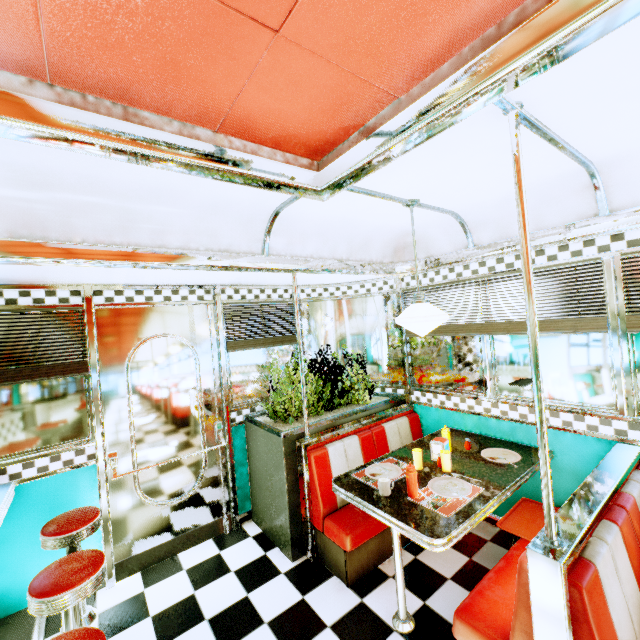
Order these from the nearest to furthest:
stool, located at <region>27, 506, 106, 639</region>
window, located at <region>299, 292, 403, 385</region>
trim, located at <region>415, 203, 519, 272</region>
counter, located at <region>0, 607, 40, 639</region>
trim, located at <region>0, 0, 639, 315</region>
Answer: trim, located at <region>0, 0, 639, 315</region> < stool, located at <region>27, 506, 106, 639</region> < counter, located at <region>0, 607, 40, 639</region> < trim, located at <region>415, 203, 519, 272</region> < window, located at <region>299, 292, 403, 385</region>

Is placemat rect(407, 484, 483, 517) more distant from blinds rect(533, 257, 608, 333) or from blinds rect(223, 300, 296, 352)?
blinds rect(223, 300, 296, 352)

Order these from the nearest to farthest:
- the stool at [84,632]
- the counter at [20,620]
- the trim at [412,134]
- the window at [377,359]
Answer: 1. the trim at [412,134]
2. the stool at [84,632]
3. the counter at [20,620]
4. the window at [377,359]

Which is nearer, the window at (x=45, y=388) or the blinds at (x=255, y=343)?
the window at (x=45, y=388)

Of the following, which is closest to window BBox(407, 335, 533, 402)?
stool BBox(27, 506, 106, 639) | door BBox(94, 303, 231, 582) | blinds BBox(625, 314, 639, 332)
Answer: blinds BBox(625, 314, 639, 332)

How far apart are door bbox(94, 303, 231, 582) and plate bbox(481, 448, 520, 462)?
2.5m

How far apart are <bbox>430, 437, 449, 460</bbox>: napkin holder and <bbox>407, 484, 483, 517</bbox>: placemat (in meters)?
0.36

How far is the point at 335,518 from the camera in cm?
282
